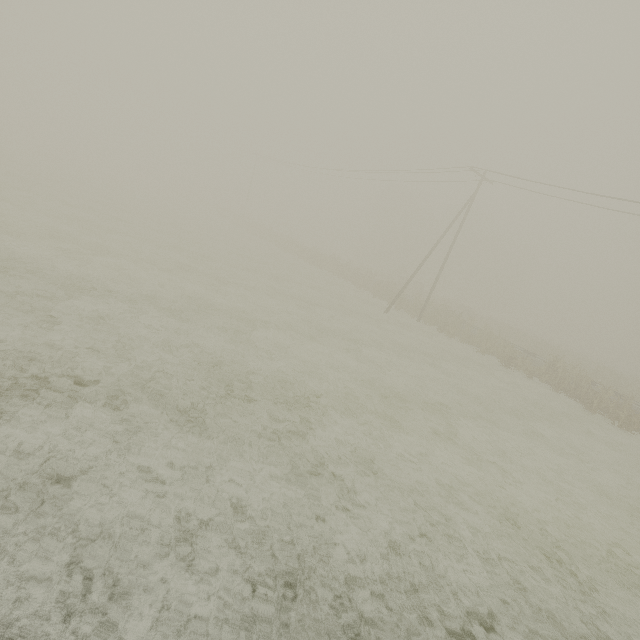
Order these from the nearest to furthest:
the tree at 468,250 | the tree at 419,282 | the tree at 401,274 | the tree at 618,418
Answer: the tree at 618,418
the tree at 419,282
the tree at 401,274
the tree at 468,250

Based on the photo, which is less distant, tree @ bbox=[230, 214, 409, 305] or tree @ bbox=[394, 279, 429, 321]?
tree @ bbox=[394, 279, 429, 321]

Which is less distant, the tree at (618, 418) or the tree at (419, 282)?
the tree at (618, 418)

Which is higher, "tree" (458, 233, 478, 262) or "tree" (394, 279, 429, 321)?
"tree" (458, 233, 478, 262)

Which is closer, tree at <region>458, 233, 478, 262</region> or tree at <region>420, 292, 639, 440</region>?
tree at <region>420, 292, 639, 440</region>

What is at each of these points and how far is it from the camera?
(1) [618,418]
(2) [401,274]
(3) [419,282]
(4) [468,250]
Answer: (1) tree, 17.39m
(2) tree, 51.34m
(3) tree, 46.44m
(4) tree, 58.66m

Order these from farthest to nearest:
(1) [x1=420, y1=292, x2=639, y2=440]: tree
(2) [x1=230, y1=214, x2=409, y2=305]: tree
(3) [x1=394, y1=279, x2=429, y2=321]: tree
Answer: (2) [x1=230, y1=214, x2=409, y2=305]: tree
(3) [x1=394, y1=279, x2=429, y2=321]: tree
(1) [x1=420, y1=292, x2=639, y2=440]: tree
